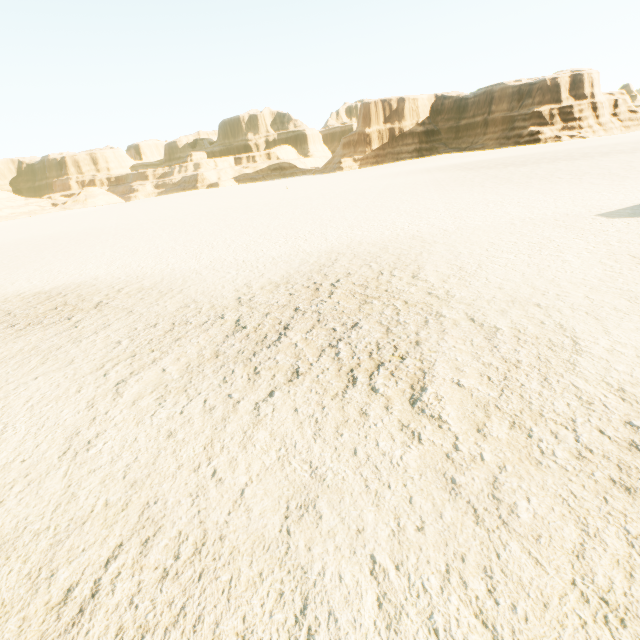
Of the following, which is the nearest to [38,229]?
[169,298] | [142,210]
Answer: [142,210]
